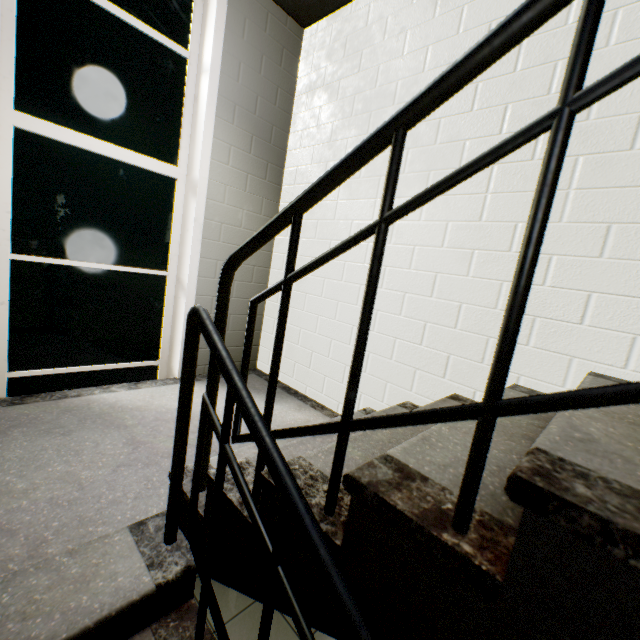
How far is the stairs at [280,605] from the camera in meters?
0.9 m

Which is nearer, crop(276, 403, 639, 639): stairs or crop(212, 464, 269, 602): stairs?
crop(276, 403, 639, 639): stairs

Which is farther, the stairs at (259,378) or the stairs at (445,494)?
the stairs at (259,378)

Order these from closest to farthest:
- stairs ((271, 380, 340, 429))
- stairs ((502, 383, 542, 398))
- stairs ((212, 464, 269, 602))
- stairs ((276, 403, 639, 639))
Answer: stairs ((276, 403, 639, 639))
stairs ((212, 464, 269, 602))
stairs ((502, 383, 542, 398))
stairs ((271, 380, 340, 429))

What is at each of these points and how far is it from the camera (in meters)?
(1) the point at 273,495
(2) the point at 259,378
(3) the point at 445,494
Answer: (1) stairs, 0.91
(2) stairs, 3.20
(3) stairs, 0.70

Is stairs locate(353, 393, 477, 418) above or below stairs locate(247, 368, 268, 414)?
above

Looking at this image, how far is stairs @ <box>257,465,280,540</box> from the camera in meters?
0.9 m
